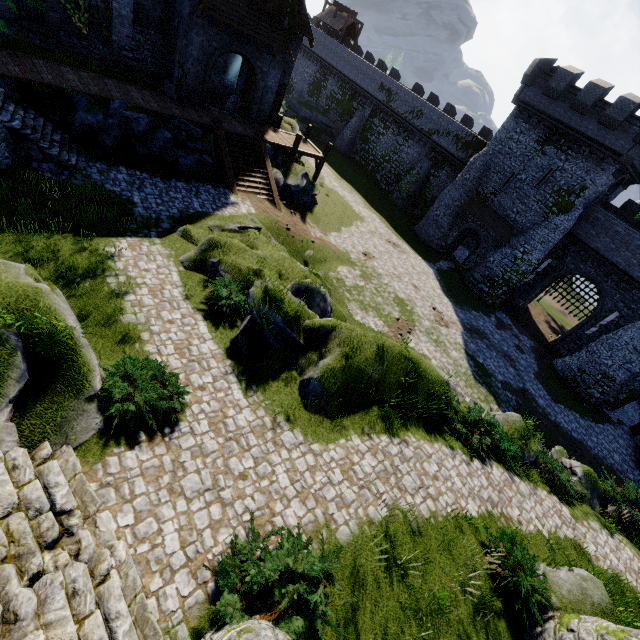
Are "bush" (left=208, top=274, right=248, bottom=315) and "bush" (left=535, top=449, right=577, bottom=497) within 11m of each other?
no

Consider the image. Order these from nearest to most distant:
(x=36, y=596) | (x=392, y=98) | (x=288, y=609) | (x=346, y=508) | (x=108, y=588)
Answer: (x=36, y=596) < (x=108, y=588) < (x=288, y=609) < (x=346, y=508) < (x=392, y=98)

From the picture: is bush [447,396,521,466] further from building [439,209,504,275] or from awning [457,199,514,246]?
awning [457,199,514,246]

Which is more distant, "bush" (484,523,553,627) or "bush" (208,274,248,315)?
"bush" (208,274,248,315)

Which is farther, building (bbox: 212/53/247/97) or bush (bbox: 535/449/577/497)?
building (bbox: 212/53/247/97)

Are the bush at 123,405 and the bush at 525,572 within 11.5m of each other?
yes

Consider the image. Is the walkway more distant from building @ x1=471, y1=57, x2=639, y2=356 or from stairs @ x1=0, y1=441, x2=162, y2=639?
stairs @ x1=0, y1=441, x2=162, y2=639

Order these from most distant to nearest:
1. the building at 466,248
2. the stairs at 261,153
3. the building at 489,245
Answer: the building at 466,248 < the building at 489,245 < the stairs at 261,153
